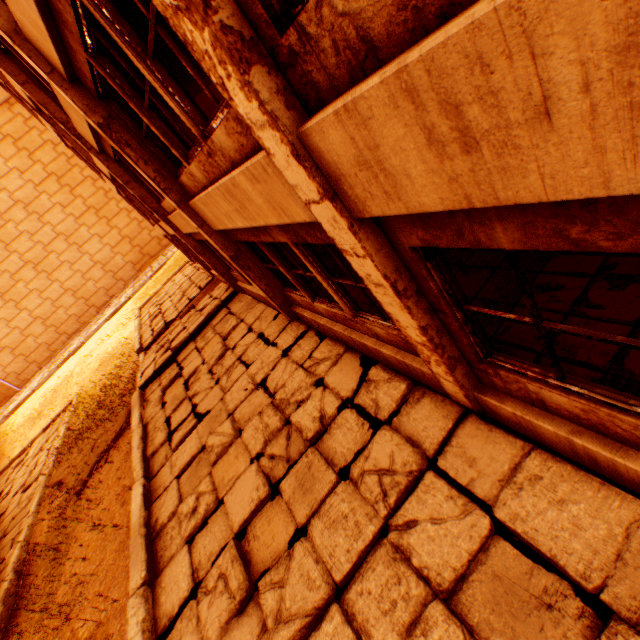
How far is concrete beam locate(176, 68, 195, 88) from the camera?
9.81m

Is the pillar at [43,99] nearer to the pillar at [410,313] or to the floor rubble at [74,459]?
the floor rubble at [74,459]

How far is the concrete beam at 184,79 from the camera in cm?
981

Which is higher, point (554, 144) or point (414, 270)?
point (554, 144)

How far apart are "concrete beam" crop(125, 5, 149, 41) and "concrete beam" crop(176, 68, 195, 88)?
4.6m

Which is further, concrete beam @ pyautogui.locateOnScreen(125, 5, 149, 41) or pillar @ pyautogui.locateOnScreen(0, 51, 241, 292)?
pillar @ pyautogui.locateOnScreen(0, 51, 241, 292)

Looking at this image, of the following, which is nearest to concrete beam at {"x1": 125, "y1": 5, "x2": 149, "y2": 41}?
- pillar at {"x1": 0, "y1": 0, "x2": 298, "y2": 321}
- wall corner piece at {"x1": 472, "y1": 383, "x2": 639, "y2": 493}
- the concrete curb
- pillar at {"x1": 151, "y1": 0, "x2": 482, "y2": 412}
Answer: pillar at {"x1": 0, "y1": 0, "x2": 298, "y2": 321}

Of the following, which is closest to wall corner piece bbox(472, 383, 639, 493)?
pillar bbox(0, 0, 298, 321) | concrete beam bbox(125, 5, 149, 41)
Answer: pillar bbox(0, 0, 298, 321)
